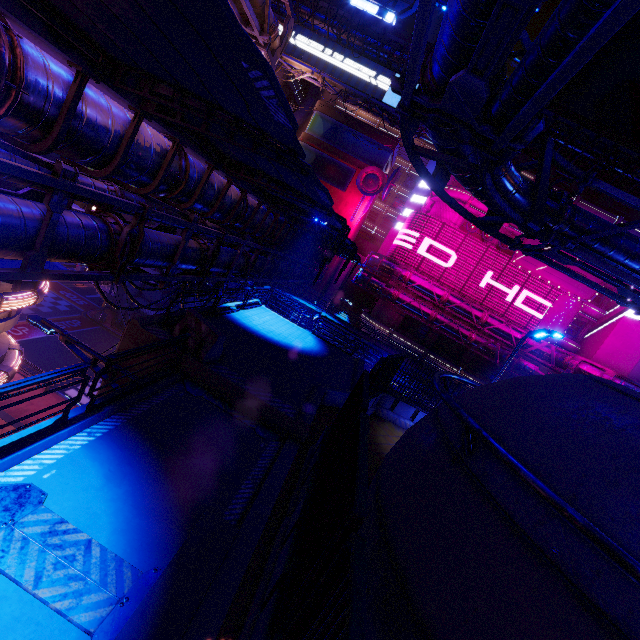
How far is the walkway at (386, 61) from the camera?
41.12m

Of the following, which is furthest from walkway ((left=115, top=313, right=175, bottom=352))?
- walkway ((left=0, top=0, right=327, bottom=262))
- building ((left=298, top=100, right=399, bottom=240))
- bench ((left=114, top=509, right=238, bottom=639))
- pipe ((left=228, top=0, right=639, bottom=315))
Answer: building ((left=298, top=100, right=399, bottom=240))

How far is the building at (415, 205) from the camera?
52.3 meters

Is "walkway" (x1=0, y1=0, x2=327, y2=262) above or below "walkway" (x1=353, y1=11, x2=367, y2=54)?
below

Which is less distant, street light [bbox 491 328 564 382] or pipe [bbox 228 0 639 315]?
pipe [bbox 228 0 639 315]

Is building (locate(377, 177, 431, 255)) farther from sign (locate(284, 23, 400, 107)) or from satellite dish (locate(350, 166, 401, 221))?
sign (locate(284, 23, 400, 107))

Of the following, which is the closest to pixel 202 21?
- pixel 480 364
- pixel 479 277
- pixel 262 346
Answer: pixel 262 346

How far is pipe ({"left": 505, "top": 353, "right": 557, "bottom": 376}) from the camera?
29.86m
